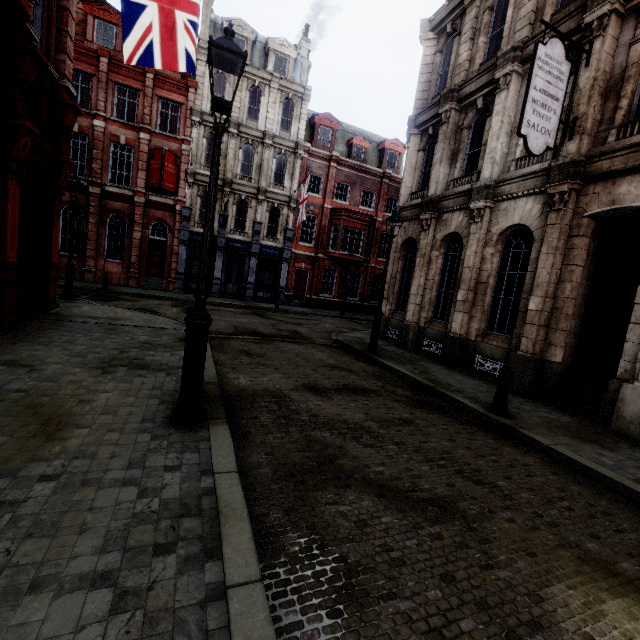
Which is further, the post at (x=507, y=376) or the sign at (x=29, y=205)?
the sign at (x=29, y=205)

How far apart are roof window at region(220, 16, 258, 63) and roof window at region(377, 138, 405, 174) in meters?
12.0 m

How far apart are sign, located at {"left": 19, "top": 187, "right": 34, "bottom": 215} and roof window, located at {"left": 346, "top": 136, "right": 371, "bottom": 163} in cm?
2371

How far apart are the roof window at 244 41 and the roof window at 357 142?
9.1 meters

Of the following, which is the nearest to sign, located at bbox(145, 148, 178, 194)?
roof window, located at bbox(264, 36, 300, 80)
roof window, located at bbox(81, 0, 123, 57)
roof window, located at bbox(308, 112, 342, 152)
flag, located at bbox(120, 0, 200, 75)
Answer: roof window, located at bbox(81, 0, 123, 57)

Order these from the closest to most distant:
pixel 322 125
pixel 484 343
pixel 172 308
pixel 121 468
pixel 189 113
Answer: pixel 121 468
pixel 484 343
pixel 172 308
pixel 189 113
pixel 322 125

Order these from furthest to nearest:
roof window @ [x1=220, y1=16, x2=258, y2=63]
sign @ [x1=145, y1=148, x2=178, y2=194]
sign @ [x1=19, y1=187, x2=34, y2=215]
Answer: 1. roof window @ [x1=220, y1=16, x2=258, y2=63]
2. sign @ [x1=145, y1=148, x2=178, y2=194]
3. sign @ [x1=19, y1=187, x2=34, y2=215]

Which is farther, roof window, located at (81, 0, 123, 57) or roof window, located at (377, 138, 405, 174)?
roof window, located at (377, 138, 405, 174)
